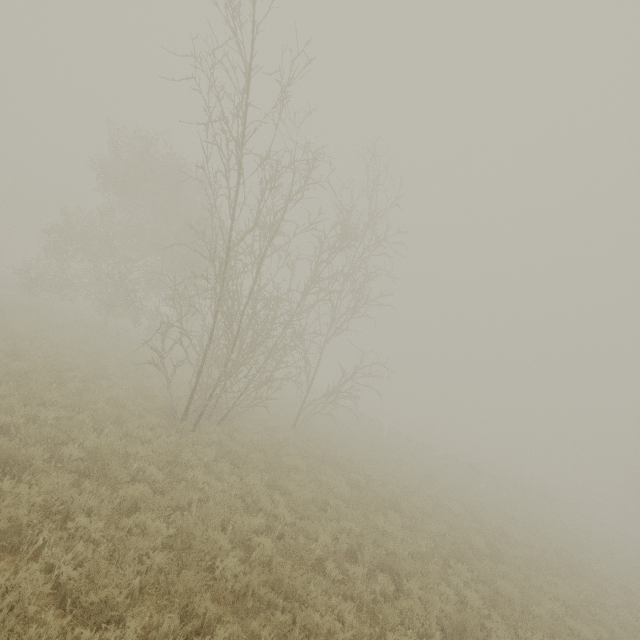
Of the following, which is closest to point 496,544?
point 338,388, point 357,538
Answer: point 357,538
